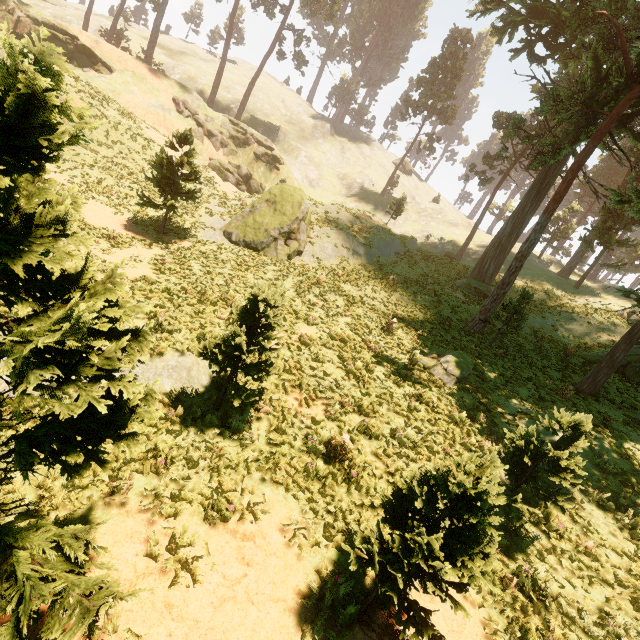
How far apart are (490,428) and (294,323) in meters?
8.2

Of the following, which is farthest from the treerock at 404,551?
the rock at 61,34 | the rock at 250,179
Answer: the rock at 250,179

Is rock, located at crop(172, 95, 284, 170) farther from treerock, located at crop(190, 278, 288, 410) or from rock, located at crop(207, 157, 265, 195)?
treerock, located at crop(190, 278, 288, 410)

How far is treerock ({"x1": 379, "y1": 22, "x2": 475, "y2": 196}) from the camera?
44.69m

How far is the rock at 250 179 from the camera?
37.50m

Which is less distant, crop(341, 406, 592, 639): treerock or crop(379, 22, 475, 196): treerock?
crop(341, 406, 592, 639): treerock
